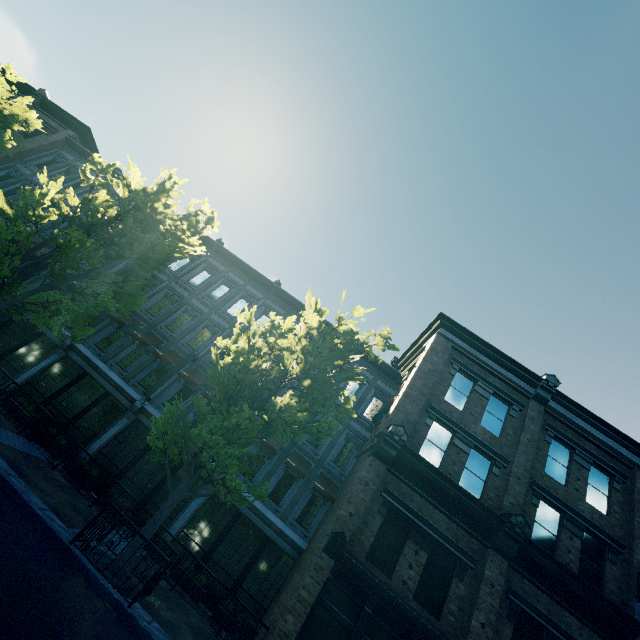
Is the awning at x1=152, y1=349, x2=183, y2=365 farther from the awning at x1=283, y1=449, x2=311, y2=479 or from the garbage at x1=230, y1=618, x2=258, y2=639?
the garbage at x1=230, y1=618, x2=258, y2=639

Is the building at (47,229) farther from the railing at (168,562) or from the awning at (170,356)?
the railing at (168,562)

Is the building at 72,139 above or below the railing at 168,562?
above

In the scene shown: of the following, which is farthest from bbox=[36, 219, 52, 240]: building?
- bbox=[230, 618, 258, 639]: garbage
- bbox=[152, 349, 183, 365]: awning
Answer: bbox=[230, 618, 258, 639]: garbage

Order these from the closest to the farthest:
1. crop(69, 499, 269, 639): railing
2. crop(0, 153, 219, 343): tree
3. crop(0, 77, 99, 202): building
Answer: crop(69, 499, 269, 639): railing → crop(0, 153, 219, 343): tree → crop(0, 77, 99, 202): building

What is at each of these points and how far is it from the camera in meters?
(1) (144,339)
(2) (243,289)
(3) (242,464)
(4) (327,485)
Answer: (1) awning, 16.2
(2) building, 20.3
(3) tree, 9.2
(4) awning, 14.6

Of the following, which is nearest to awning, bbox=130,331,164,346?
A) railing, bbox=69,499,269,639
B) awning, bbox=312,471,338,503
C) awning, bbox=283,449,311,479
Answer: railing, bbox=69,499,269,639

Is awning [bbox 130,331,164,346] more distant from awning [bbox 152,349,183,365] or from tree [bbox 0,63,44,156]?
tree [bbox 0,63,44,156]
